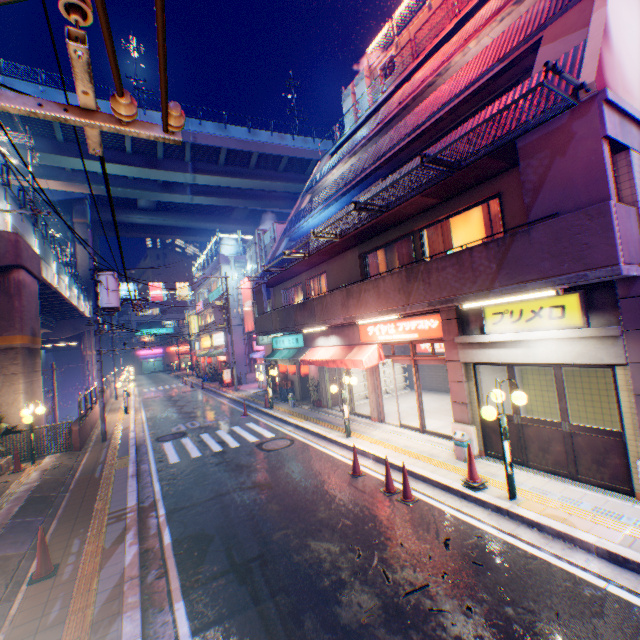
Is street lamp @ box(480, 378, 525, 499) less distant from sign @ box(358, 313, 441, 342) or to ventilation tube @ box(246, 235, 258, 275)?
sign @ box(358, 313, 441, 342)

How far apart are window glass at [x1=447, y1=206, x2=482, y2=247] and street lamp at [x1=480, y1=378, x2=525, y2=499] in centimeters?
347cm

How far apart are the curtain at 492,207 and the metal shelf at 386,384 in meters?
9.7

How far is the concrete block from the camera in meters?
13.3 m

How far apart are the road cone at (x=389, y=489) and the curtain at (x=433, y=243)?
5.8m

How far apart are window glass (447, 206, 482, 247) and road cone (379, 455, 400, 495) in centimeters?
581cm

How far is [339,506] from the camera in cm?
737

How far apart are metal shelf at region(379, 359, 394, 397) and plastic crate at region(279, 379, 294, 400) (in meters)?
4.14
